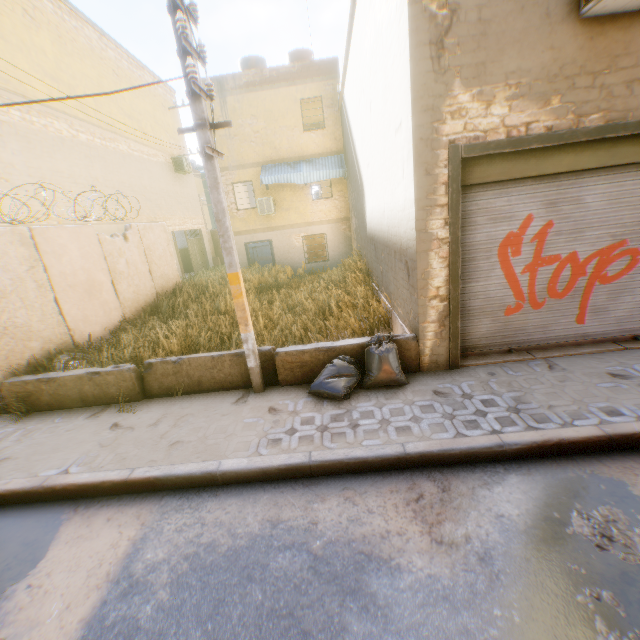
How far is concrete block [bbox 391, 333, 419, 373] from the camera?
5.27m

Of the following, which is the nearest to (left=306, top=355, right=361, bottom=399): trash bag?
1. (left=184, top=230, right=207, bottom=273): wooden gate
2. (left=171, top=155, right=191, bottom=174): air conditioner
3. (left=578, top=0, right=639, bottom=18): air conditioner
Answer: (left=578, top=0, right=639, bottom=18): air conditioner

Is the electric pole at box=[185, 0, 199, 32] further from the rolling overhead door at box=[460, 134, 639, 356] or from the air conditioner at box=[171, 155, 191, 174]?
the air conditioner at box=[171, 155, 191, 174]

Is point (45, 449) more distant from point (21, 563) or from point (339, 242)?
point (339, 242)

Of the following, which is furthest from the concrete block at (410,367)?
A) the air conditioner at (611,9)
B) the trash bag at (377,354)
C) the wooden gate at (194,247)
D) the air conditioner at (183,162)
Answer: the air conditioner at (183,162)

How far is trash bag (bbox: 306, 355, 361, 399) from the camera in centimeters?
486cm

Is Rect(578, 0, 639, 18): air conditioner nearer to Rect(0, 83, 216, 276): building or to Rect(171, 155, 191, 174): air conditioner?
Rect(0, 83, 216, 276): building

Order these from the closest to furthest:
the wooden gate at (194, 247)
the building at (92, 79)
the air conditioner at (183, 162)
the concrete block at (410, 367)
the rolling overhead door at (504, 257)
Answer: the rolling overhead door at (504, 257), the concrete block at (410, 367), the building at (92, 79), the air conditioner at (183, 162), the wooden gate at (194, 247)
